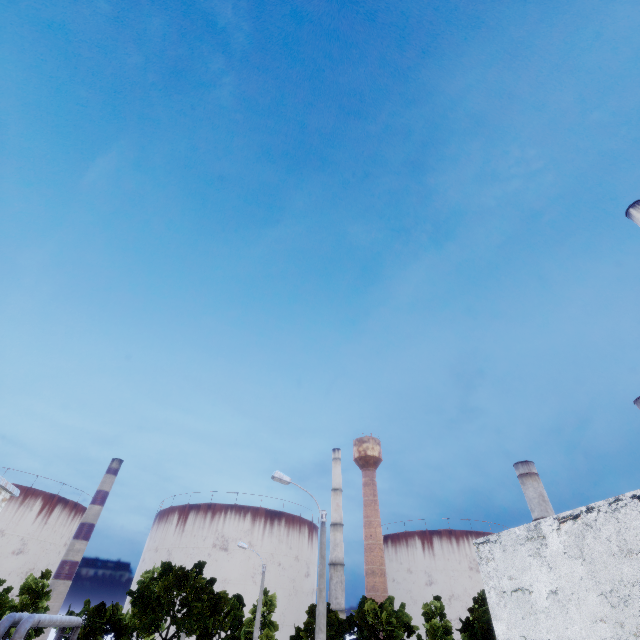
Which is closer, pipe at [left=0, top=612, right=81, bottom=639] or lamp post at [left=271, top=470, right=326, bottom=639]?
lamp post at [left=271, top=470, right=326, bottom=639]

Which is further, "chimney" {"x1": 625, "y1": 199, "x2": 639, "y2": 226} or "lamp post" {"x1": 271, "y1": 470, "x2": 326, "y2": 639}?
"chimney" {"x1": 625, "y1": 199, "x2": 639, "y2": 226}

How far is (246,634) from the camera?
34.84m

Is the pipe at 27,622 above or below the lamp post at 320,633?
below

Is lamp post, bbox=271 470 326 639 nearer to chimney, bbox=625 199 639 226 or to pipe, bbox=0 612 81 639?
pipe, bbox=0 612 81 639

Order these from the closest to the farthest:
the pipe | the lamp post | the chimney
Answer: the lamp post, the pipe, the chimney

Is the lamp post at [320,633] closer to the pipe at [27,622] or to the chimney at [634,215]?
the pipe at [27,622]

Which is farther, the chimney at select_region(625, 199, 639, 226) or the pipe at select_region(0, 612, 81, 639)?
the chimney at select_region(625, 199, 639, 226)
